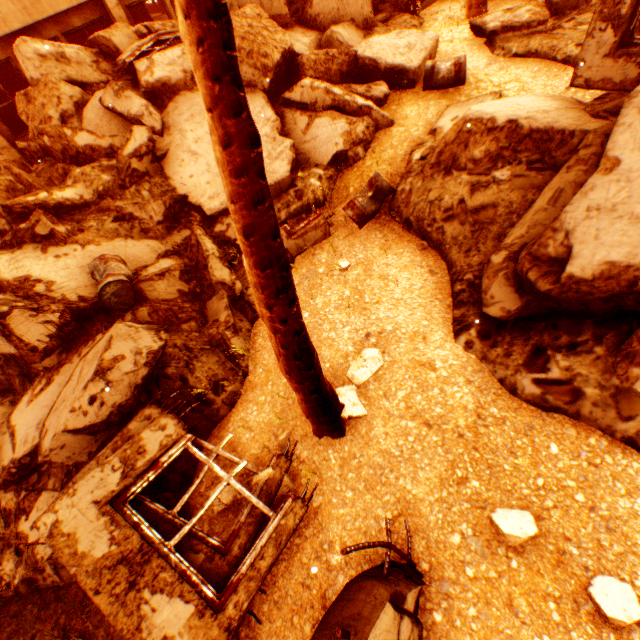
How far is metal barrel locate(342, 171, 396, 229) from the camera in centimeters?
568cm

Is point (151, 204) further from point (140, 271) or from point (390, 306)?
point (390, 306)

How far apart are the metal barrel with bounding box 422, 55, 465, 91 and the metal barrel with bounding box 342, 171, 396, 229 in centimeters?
223cm

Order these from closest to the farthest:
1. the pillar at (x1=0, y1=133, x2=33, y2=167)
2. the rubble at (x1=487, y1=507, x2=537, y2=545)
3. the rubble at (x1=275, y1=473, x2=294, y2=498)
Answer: the rubble at (x1=487, y1=507, x2=537, y2=545) < the rubble at (x1=275, y1=473, x2=294, y2=498) < the pillar at (x1=0, y1=133, x2=33, y2=167)

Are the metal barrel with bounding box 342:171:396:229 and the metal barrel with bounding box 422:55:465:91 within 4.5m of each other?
yes

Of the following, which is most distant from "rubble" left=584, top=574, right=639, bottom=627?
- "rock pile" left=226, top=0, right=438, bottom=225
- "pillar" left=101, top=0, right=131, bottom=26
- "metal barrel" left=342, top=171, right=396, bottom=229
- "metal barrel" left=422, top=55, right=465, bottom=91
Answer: "pillar" left=101, top=0, right=131, bottom=26

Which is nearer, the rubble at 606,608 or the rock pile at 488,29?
the rubble at 606,608
